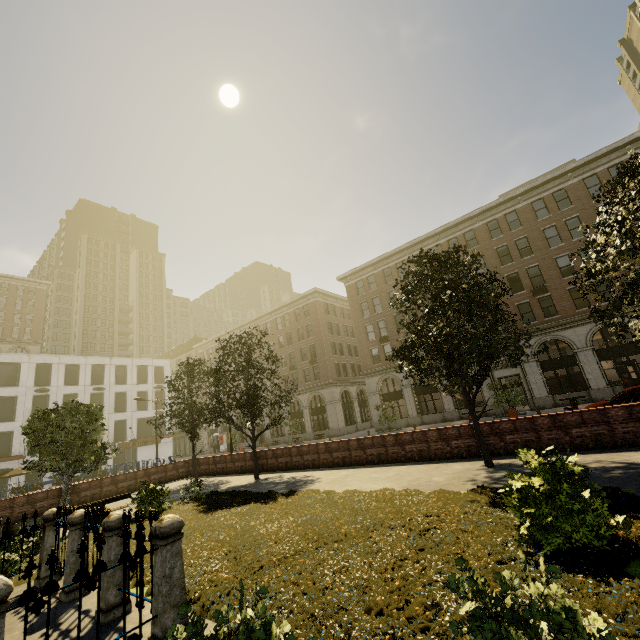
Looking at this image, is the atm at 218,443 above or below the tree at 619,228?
below

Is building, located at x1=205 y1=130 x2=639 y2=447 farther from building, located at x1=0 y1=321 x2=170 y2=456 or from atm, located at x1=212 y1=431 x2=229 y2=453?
building, located at x1=0 y1=321 x2=170 y2=456

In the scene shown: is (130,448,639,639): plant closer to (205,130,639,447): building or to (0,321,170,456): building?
(205,130,639,447): building

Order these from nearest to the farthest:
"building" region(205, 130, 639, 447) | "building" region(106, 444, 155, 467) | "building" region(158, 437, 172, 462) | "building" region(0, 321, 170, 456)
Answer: "building" region(205, 130, 639, 447) → "building" region(0, 321, 170, 456) → "building" region(106, 444, 155, 467) → "building" region(158, 437, 172, 462)

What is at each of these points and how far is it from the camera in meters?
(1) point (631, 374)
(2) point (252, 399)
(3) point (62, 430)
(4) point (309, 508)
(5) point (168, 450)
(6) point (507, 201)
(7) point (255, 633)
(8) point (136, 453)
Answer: (1) phone booth, 24.5
(2) tree, 17.6
(3) tree, 18.0
(4) plant, 8.8
(5) building, 49.8
(6) building, 31.3
(7) tree, 2.4
(8) building, 48.6

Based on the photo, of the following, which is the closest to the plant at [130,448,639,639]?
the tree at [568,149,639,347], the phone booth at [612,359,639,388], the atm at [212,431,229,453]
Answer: the tree at [568,149,639,347]

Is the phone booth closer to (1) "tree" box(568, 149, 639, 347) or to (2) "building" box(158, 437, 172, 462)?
(1) "tree" box(568, 149, 639, 347)

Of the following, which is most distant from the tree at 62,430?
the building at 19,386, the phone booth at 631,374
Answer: the building at 19,386
